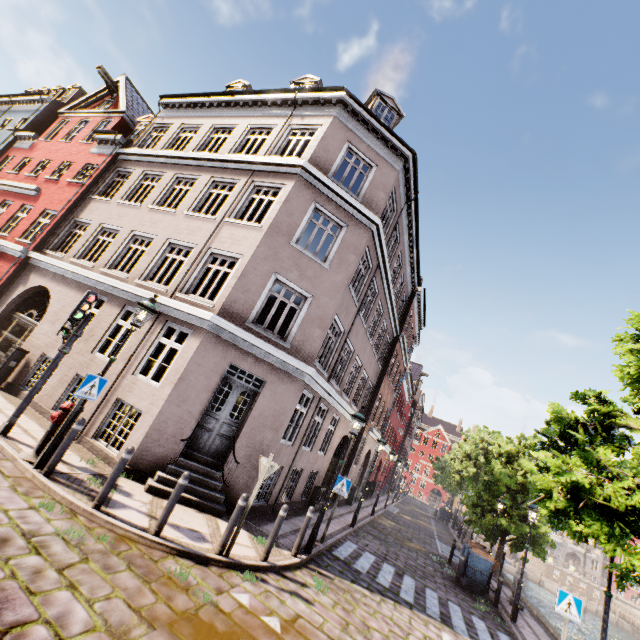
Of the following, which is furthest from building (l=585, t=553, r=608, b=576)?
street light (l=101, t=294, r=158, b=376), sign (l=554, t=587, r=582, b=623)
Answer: sign (l=554, t=587, r=582, b=623)

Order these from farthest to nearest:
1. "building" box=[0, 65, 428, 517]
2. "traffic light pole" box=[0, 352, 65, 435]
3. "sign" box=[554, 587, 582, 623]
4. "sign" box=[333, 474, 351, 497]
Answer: "sign" box=[333, 474, 351, 497] < "building" box=[0, 65, 428, 517] < "sign" box=[554, 587, 582, 623] < "traffic light pole" box=[0, 352, 65, 435]

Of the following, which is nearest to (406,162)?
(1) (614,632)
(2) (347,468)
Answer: (2) (347,468)

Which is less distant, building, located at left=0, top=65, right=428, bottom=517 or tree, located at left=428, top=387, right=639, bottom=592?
tree, located at left=428, top=387, right=639, bottom=592

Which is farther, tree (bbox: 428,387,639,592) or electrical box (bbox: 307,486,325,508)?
electrical box (bbox: 307,486,325,508)

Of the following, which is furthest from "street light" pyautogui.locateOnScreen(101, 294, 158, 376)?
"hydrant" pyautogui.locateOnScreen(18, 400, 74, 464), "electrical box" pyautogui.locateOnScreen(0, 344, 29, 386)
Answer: "electrical box" pyautogui.locateOnScreen(0, 344, 29, 386)

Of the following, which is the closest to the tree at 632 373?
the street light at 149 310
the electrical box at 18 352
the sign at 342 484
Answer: the street light at 149 310

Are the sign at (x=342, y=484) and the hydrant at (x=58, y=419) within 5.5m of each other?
no
